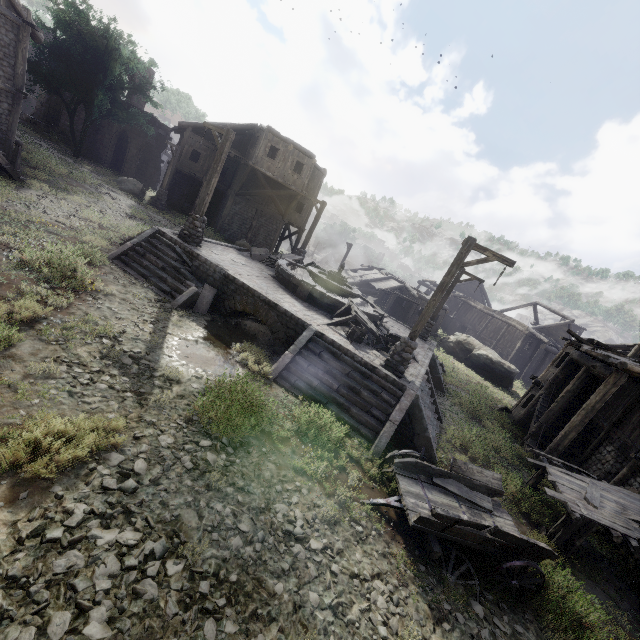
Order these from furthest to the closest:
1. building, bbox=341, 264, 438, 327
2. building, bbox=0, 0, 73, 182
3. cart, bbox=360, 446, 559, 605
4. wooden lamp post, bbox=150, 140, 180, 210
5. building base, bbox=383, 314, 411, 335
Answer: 1. building, bbox=341, 264, 438, 327
2. wooden lamp post, bbox=150, 140, 180, 210
3. building base, bbox=383, 314, 411, 335
4. building, bbox=0, 0, 73, 182
5. cart, bbox=360, 446, 559, 605

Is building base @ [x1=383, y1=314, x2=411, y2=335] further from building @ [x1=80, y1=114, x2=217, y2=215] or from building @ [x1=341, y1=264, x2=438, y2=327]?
building @ [x1=341, y1=264, x2=438, y2=327]

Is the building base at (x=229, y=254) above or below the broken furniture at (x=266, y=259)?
below

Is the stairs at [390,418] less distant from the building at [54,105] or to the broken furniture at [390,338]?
the broken furniture at [390,338]

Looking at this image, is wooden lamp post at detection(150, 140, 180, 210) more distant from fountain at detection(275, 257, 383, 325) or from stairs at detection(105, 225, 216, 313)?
fountain at detection(275, 257, 383, 325)

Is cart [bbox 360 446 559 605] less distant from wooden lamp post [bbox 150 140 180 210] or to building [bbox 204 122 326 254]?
building [bbox 204 122 326 254]

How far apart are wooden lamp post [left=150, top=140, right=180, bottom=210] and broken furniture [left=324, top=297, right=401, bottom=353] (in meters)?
19.34

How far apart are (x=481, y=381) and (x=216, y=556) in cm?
2408
